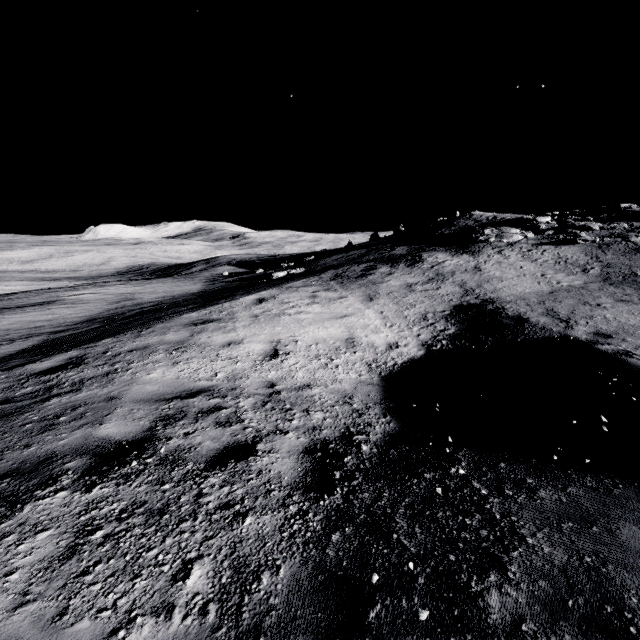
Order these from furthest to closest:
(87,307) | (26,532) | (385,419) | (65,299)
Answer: (65,299) → (87,307) → (385,419) → (26,532)
